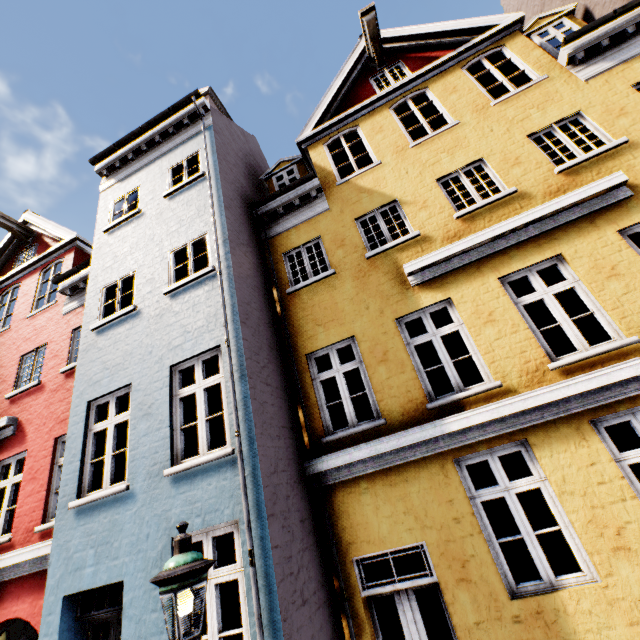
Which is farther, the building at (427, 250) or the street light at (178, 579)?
the building at (427, 250)

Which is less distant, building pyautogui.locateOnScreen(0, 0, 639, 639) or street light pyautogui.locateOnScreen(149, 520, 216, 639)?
street light pyautogui.locateOnScreen(149, 520, 216, 639)

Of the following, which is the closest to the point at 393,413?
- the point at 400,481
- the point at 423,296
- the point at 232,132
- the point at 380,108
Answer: the point at 400,481
